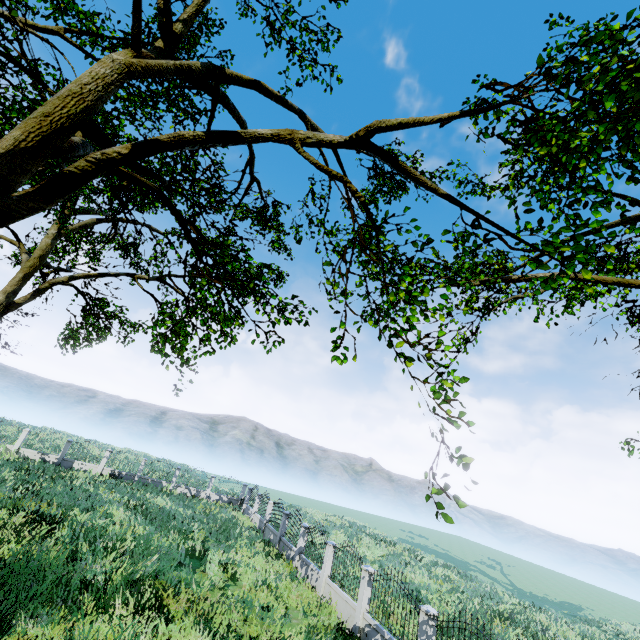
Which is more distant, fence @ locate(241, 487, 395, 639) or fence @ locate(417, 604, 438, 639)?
fence @ locate(241, 487, 395, 639)

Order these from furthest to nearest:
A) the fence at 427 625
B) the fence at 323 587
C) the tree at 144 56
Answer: the fence at 323 587 < the fence at 427 625 < the tree at 144 56

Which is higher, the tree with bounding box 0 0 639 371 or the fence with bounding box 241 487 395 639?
the tree with bounding box 0 0 639 371

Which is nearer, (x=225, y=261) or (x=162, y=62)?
(x=162, y=62)

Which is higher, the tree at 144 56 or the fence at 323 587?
the tree at 144 56

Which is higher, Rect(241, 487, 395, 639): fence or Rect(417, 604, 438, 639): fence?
Rect(417, 604, 438, 639): fence

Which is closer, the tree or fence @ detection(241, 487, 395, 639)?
the tree
